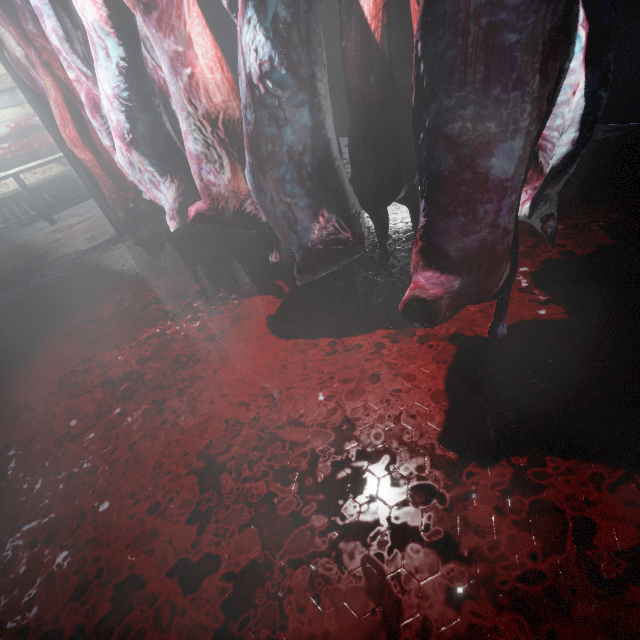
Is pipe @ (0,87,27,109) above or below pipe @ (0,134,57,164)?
above

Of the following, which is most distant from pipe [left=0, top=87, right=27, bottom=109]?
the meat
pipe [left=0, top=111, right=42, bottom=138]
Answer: the meat

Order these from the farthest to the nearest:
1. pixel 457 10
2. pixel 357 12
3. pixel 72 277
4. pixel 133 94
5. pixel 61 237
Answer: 1. pixel 61 237
2. pixel 72 277
3. pixel 133 94
4. pixel 357 12
5. pixel 457 10

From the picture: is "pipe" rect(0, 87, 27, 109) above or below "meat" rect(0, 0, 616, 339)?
above

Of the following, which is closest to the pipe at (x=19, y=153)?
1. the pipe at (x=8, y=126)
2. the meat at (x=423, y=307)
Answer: the pipe at (x=8, y=126)

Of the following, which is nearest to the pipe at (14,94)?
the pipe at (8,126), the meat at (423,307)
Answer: the pipe at (8,126)

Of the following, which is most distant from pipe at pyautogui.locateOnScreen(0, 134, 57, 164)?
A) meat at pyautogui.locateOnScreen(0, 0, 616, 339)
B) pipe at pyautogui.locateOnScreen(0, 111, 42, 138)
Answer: meat at pyautogui.locateOnScreen(0, 0, 616, 339)

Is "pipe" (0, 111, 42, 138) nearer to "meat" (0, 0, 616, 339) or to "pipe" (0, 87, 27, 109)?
"pipe" (0, 87, 27, 109)
